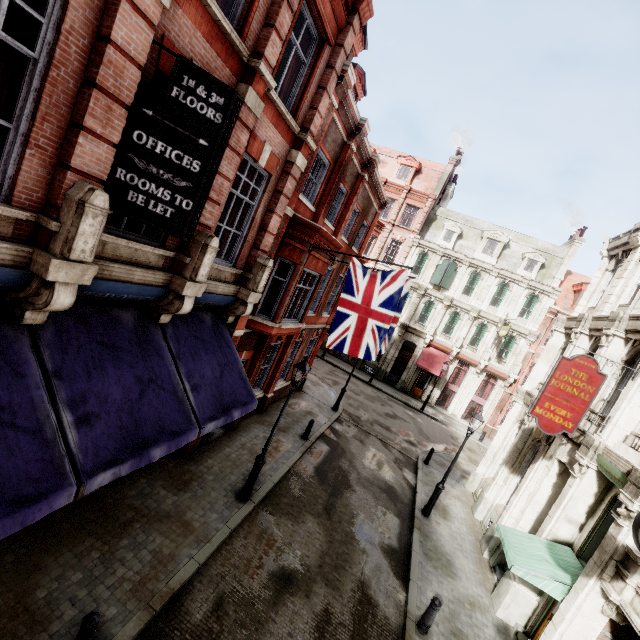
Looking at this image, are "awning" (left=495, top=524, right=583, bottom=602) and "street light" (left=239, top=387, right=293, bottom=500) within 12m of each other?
yes

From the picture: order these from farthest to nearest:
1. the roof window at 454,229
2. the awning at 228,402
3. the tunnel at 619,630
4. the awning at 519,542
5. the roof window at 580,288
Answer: the roof window at 454,229 < the roof window at 580,288 < the awning at 519,542 < the tunnel at 619,630 < the awning at 228,402

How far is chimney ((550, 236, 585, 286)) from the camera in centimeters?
2767cm

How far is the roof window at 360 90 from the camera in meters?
13.0

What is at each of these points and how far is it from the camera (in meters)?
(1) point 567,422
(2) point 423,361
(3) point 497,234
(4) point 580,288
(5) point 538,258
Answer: (1) sign, 9.34
(2) awning, 28.94
(3) roof window, 29.55
(4) roof window, 27.83
(5) roof window, 28.30

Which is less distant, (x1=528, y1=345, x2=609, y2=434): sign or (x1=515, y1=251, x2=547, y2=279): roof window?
(x1=528, y1=345, x2=609, y2=434): sign

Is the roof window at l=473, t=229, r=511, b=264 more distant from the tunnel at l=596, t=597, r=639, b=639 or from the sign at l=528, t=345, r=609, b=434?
the tunnel at l=596, t=597, r=639, b=639

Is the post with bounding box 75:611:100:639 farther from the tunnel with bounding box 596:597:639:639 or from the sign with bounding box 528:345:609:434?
the sign with bounding box 528:345:609:434
